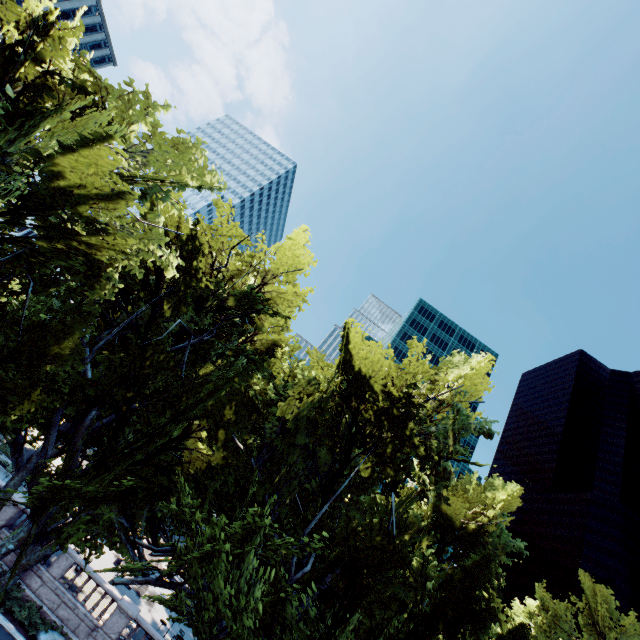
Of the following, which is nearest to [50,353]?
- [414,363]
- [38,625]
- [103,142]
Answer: [103,142]
